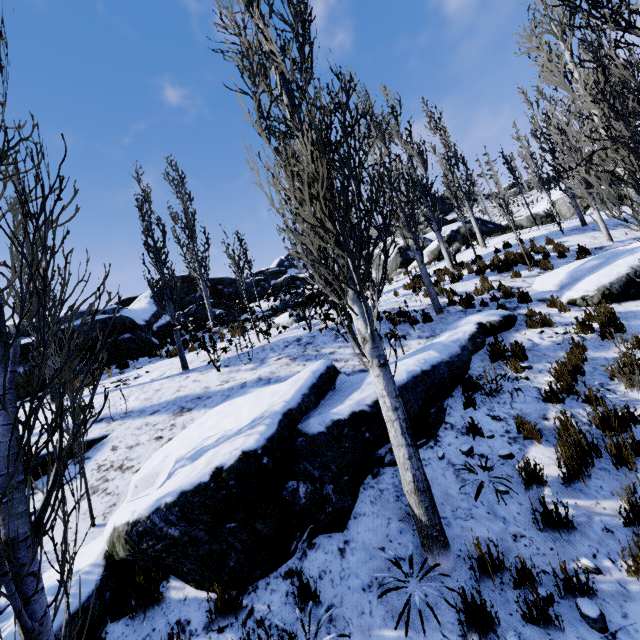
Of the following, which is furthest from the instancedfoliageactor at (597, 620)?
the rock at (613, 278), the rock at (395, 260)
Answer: the rock at (395, 260)

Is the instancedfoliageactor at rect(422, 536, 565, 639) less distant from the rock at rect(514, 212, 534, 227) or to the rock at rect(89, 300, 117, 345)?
the rock at rect(89, 300, 117, 345)

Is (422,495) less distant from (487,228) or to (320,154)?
(320,154)

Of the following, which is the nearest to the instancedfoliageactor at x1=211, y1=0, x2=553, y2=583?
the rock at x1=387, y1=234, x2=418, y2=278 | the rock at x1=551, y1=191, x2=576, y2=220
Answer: the rock at x1=387, y1=234, x2=418, y2=278

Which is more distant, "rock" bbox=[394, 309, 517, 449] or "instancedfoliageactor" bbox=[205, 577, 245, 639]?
"rock" bbox=[394, 309, 517, 449]

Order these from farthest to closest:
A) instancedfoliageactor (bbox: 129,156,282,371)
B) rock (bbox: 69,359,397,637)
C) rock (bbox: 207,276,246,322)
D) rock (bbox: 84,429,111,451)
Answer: rock (bbox: 207,276,246,322), instancedfoliageactor (bbox: 129,156,282,371), rock (bbox: 84,429,111,451), rock (bbox: 69,359,397,637)

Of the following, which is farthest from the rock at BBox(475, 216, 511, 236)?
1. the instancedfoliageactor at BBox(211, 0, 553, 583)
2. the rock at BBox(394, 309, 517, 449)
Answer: the rock at BBox(394, 309, 517, 449)

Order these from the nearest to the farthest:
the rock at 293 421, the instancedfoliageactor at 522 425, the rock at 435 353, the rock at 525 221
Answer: the rock at 293 421 → the instancedfoliageactor at 522 425 → the rock at 435 353 → the rock at 525 221
